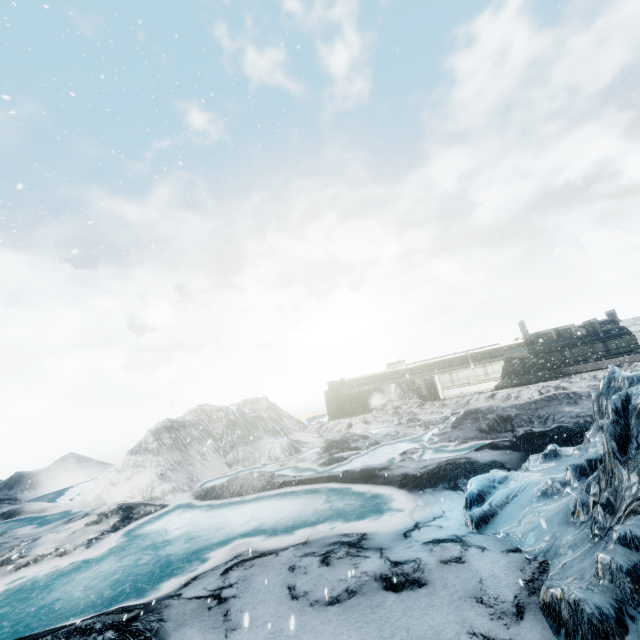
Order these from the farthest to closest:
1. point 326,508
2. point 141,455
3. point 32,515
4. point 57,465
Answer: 1. point 57,465
2. point 32,515
3. point 141,455
4. point 326,508
